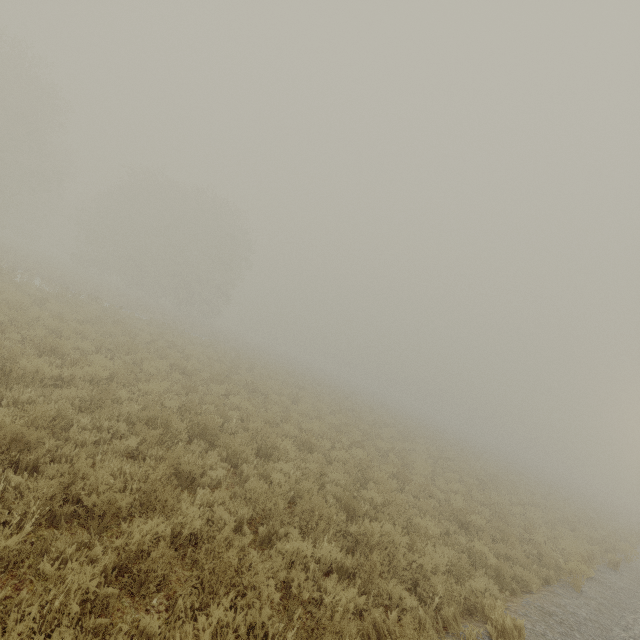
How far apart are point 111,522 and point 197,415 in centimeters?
440cm
